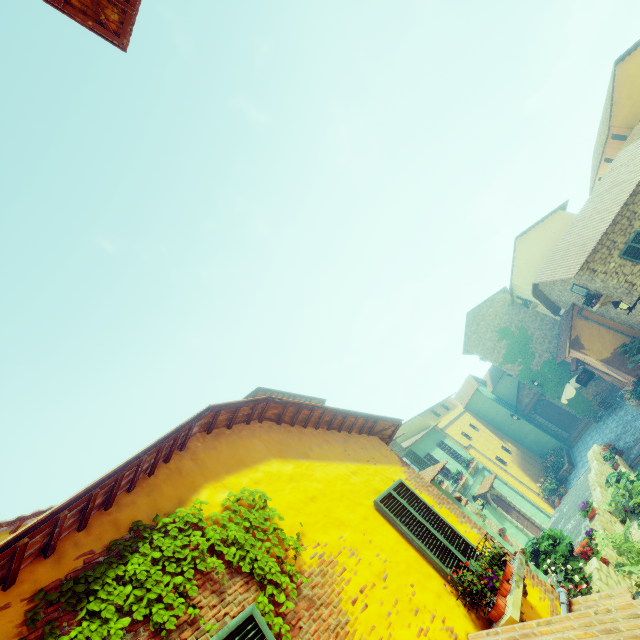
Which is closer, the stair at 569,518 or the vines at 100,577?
the vines at 100,577

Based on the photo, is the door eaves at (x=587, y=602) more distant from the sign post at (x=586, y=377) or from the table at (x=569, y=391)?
the table at (x=569, y=391)

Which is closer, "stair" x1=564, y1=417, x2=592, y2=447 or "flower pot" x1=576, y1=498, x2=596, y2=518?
"flower pot" x1=576, y1=498, x2=596, y2=518

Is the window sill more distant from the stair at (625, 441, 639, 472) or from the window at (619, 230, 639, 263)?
the window at (619, 230, 639, 263)

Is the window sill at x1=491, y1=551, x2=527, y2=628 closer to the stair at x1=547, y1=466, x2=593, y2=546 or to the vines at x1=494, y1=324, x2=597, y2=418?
the stair at x1=547, y1=466, x2=593, y2=546

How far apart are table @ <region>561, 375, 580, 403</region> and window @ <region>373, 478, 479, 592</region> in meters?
21.2

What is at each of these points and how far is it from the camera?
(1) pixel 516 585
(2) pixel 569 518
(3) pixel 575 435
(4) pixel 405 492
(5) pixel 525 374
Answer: (1) window sill, 4.3 meters
(2) stair, 13.9 meters
(3) stair, 24.4 meters
(4) window, 5.8 meters
(5) vines, 24.9 meters

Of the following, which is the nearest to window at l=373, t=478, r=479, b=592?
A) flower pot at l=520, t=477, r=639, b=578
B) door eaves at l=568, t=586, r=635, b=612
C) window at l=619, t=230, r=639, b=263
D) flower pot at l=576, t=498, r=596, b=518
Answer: door eaves at l=568, t=586, r=635, b=612
